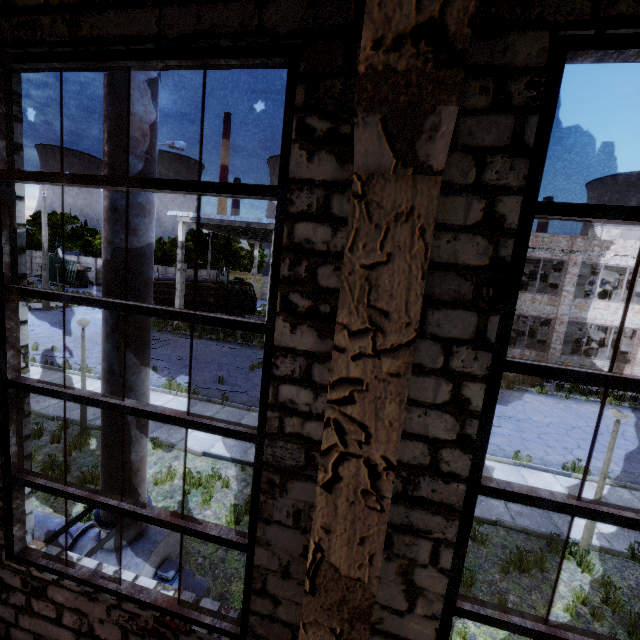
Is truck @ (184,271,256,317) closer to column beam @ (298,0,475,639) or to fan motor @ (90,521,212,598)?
fan motor @ (90,521,212,598)

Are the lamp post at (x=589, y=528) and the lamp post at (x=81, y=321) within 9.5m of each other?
no

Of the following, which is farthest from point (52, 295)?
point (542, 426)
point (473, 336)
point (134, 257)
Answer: point (542, 426)

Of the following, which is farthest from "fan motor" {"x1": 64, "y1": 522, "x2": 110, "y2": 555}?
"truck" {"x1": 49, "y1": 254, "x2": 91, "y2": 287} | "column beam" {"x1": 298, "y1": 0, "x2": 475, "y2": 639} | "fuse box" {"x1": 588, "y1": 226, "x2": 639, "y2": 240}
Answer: "truck" {"x1": 49, "y1": 254, "x2": 91, "y2": 287}

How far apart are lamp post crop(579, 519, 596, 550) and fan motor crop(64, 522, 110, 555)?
7.2m

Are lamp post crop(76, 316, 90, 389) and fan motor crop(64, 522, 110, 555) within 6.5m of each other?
yes

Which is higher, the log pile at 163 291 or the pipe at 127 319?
the pipe at 127 319

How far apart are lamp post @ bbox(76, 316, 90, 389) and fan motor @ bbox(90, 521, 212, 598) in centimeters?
467cm
